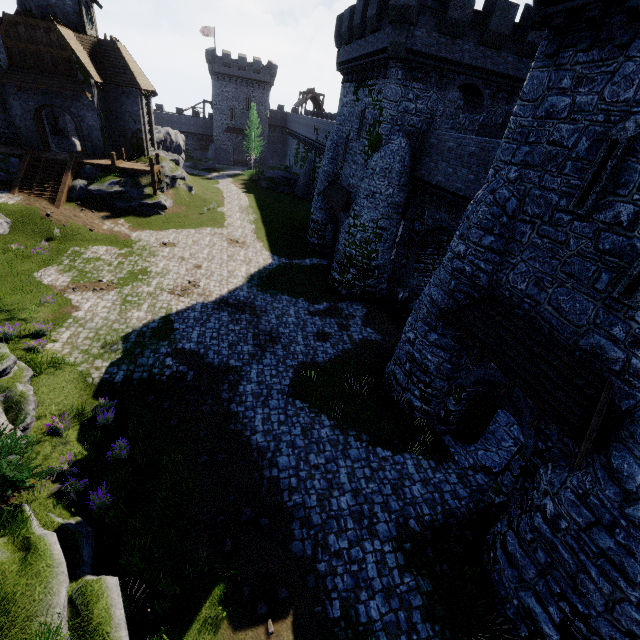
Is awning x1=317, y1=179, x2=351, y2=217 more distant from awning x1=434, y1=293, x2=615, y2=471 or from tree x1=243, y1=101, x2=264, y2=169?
tree x1=243, y1=101, x2=264, y2=169

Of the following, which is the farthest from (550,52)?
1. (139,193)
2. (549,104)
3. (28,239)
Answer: (139,193)

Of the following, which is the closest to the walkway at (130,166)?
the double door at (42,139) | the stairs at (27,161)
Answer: the double door at (42,139)

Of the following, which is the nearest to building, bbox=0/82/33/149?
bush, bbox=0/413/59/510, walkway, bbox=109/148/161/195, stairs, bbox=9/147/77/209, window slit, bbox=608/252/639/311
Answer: walkway, bbox=109/148/161/195

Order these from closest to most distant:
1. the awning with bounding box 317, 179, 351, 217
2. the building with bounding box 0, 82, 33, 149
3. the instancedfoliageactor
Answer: the instancedfoliageactor → the awning with bounding box 317, 179, 351, 217 → the building with bounding box 0, 82, 33, 149

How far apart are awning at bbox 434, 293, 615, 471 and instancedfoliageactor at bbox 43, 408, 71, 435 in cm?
1338

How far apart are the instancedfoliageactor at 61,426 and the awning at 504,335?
13.4 meters

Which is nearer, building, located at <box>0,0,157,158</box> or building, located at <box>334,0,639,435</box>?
building, located at <box>334,0,639,435</box>
